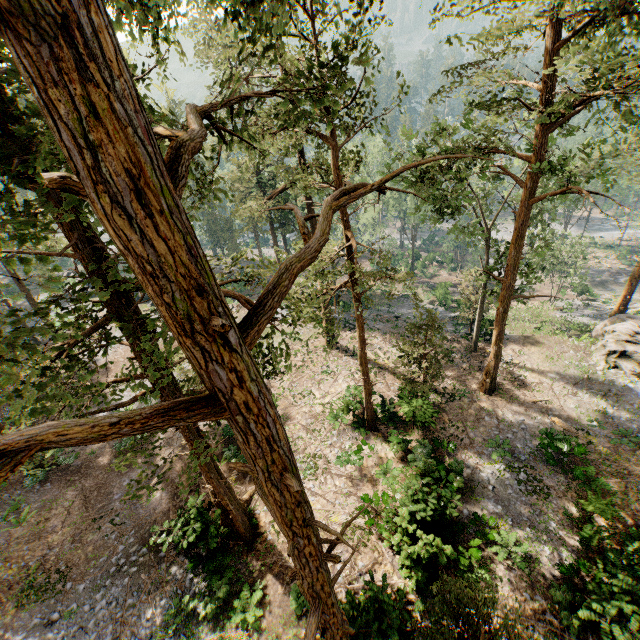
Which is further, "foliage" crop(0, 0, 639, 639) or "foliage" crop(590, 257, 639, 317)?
"foliage" crop(590, 257, 639, 317)

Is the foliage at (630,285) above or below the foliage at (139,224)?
below

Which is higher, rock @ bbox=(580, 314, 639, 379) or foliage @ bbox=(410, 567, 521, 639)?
foliage @ bbox=(410, 567, 521, 639)

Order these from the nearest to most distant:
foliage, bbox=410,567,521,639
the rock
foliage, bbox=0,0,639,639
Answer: foliage, bbox=0,0,639,639 → foliage, bbox=410,567,521,639 → the rock

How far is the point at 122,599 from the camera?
14.9 meters

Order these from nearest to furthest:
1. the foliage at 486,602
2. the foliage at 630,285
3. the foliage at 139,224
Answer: the foliage at 139,224
the foliage at 486,602
the foliage at 630,285

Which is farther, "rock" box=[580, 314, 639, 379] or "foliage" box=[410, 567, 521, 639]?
"rock" box=[580, 314, 639, 379]
